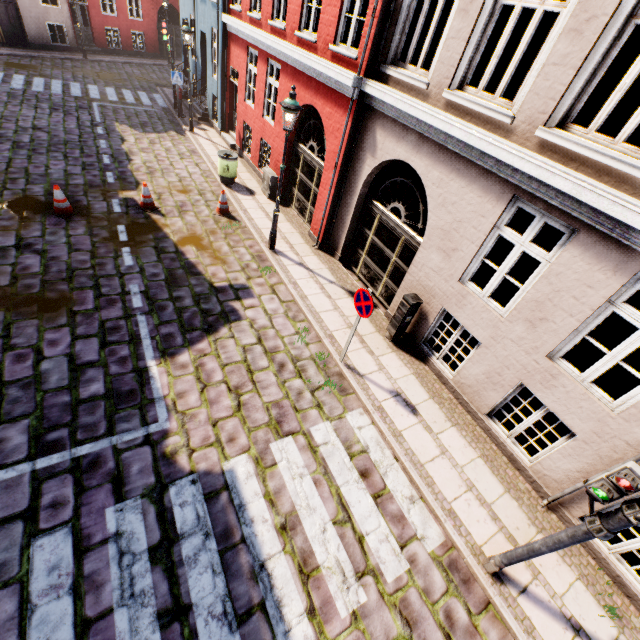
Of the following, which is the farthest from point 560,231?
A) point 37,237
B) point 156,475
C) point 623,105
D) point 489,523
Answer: point 37,237

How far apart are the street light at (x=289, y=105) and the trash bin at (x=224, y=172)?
4.1m

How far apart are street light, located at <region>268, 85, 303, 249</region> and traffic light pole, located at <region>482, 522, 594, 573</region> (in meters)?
8.25

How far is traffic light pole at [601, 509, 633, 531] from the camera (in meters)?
3.09

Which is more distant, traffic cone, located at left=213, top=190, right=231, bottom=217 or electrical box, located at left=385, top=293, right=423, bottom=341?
traffic cone, located at left=213, top=190, right=231, bottom=217

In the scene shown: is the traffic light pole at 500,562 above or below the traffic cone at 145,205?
above

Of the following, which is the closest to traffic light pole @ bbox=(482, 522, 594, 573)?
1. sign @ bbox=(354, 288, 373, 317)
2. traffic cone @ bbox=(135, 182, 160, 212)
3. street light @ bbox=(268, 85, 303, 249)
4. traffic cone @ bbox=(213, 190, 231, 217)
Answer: sign @ bbox=(354, 288, 373, 317)

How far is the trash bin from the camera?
11.3 meters
